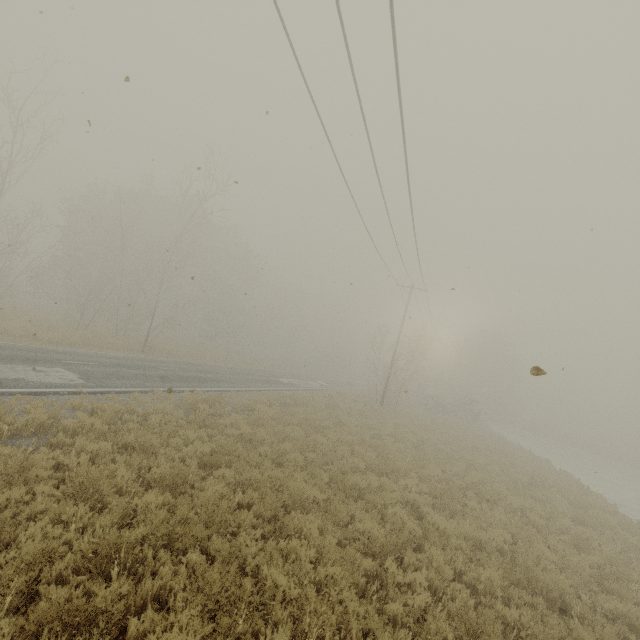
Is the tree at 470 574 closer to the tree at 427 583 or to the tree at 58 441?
the tree at 427 583

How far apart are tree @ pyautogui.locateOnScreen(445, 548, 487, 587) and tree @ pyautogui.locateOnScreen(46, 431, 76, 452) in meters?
9.3

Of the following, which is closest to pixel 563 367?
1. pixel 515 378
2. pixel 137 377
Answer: pixel 137 377

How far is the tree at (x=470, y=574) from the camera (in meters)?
6.71

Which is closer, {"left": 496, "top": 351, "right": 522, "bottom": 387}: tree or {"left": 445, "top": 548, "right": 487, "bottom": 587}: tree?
{"left": 445, "top": 548, "right": 487, "bottom": 587}: tree

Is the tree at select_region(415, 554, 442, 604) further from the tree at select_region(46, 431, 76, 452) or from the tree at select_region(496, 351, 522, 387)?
the tree at select_region(496, 351, 522, 387)

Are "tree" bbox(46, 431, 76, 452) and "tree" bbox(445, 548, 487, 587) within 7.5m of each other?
no

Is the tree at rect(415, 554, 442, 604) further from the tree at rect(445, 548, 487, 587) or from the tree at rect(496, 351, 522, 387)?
the tree at rect(496, 351, 522, 387)
